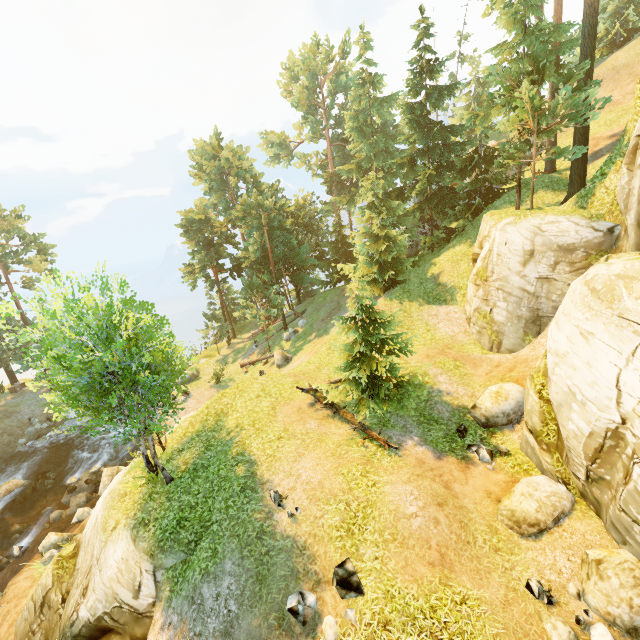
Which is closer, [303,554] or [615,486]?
[615,486]

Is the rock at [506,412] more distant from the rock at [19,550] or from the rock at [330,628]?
the rock at [19,550]

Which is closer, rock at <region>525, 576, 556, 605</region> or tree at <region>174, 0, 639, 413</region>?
rock at <region>525, 576, 556, 605</region>

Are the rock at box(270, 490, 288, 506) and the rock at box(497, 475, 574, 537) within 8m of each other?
yes

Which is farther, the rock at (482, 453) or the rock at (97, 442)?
the rock at (97, 442)

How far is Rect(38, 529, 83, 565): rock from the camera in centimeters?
1759cm

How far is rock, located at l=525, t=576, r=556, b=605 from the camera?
8.2m

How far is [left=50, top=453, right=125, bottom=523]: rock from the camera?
19.9m
